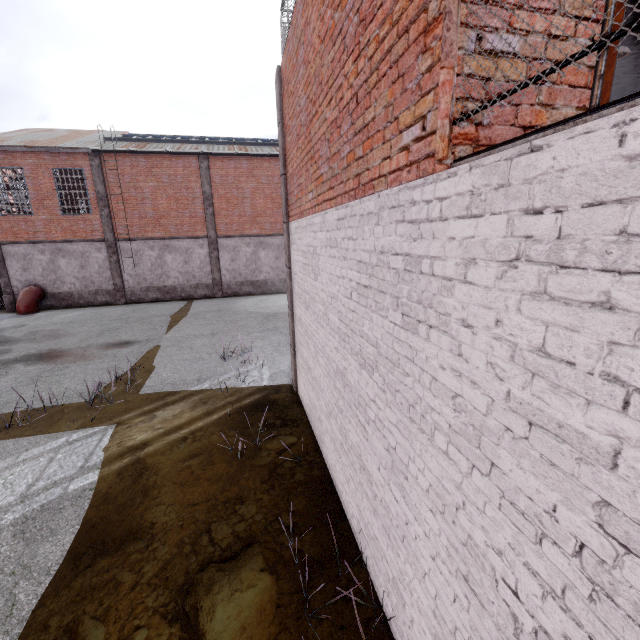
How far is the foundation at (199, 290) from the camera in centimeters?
2075cm

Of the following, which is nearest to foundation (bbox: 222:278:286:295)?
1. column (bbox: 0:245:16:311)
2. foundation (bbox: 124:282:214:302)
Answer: foundation (bbox: 124:282:214:302)

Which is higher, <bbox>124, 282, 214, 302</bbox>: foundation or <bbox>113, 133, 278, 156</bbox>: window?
<bbox>113, 133, 278, 156</bbox>: window

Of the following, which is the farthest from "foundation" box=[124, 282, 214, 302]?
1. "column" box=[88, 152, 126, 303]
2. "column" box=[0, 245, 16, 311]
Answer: "column" box=[0, 245, 16, 311]

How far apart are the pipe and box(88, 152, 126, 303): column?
3.7 meters

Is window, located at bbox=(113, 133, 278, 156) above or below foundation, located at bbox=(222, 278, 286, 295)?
above

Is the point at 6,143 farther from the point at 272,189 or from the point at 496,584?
the point at 496,584

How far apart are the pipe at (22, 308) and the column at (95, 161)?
3.7 meters
